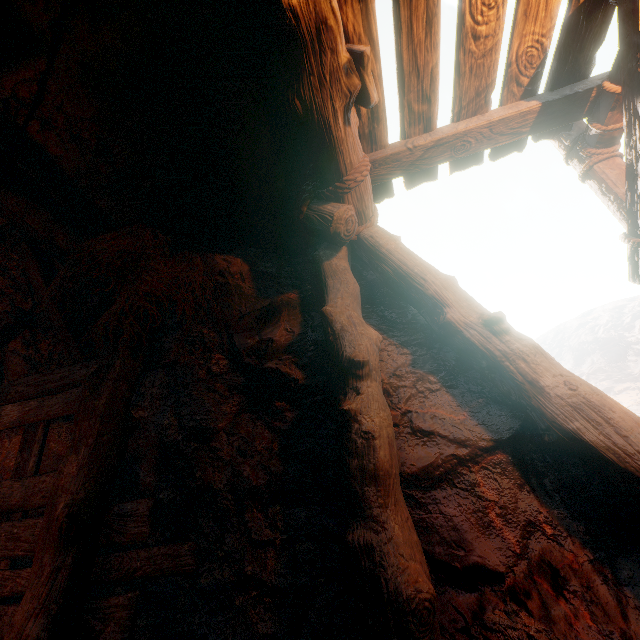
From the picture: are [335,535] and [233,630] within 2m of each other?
yes
